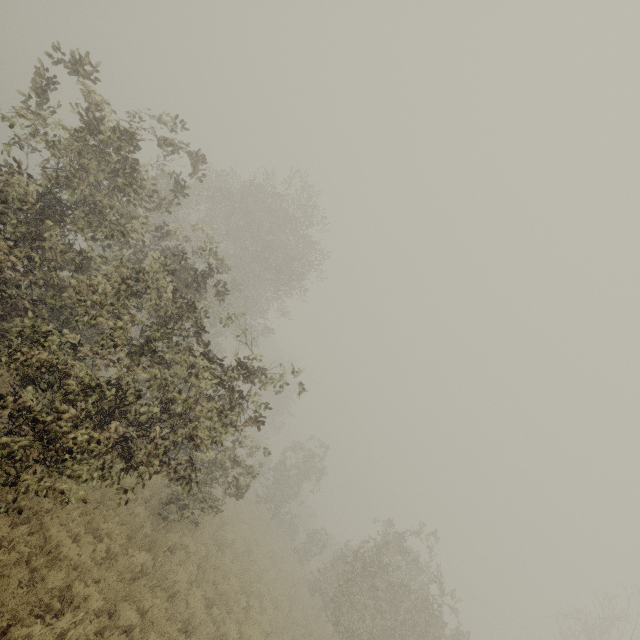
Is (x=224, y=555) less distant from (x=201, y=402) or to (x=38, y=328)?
(x=201, y=402)
